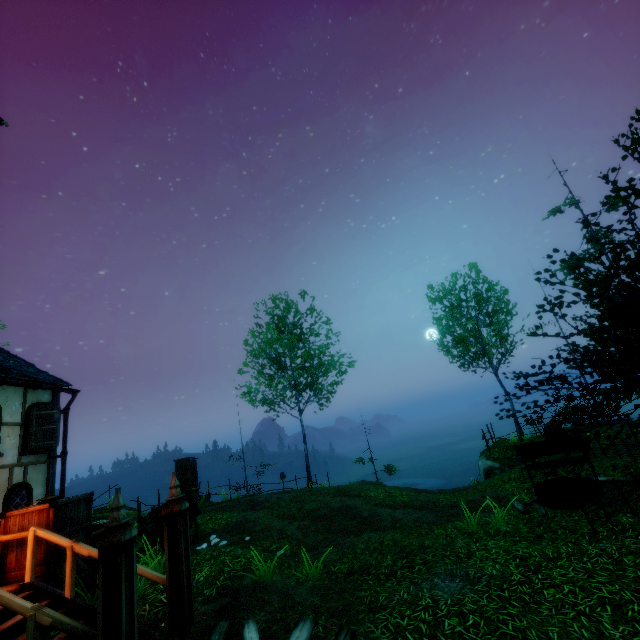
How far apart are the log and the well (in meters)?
7.02

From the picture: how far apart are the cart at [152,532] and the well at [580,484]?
9.84m

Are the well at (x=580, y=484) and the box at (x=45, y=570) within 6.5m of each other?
no

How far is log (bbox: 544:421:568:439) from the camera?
15.78m

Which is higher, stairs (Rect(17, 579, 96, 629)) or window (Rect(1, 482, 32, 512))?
window (Rect(1, 482, 32, 512))

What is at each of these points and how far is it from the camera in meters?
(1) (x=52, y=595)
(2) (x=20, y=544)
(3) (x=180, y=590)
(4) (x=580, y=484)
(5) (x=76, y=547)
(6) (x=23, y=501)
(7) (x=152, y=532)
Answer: (1) stairs, 5.5 m
(2) box, 6.1 m
(3) pillar, 5.4 m
(4) well, 9.6 m
(5) rail, 5.8 m
(6) window, 9.2 m
(7) cart, 9.0 m

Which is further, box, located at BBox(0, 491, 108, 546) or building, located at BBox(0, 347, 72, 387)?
building, located at BBox(0, 347, 72, 387)

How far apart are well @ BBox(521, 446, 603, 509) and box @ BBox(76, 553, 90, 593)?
11.2m
